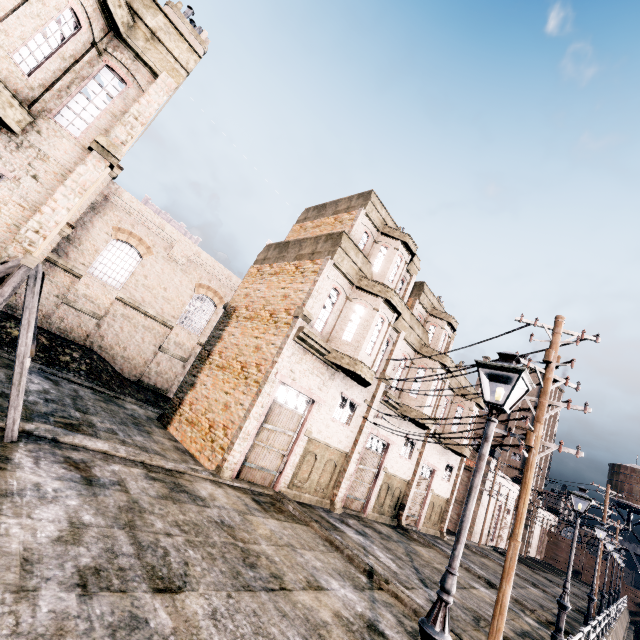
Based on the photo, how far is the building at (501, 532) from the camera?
38.11m

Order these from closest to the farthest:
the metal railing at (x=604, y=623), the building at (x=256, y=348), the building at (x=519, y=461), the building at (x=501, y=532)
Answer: the building at (x=256, y=348) → the metal railing at (x=604, y=623) → the building at (x=519, y=461) → the building at (x=501, y=532)

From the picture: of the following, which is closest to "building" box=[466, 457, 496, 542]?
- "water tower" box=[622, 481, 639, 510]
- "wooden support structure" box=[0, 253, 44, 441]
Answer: "water tower" box=[622, 481, 639, 510]

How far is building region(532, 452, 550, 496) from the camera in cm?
5250

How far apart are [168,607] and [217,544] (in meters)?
2.77

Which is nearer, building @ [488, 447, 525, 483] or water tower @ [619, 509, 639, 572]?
building @ [488, 447, 525, 483]

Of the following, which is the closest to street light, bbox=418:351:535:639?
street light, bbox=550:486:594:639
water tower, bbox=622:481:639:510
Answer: street light, bbox=550:486:594:639
